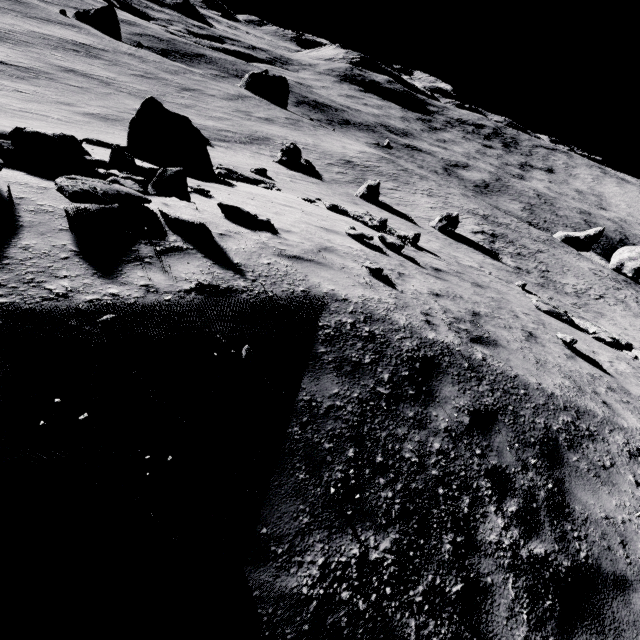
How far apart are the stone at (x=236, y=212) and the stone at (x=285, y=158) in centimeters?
3370cm

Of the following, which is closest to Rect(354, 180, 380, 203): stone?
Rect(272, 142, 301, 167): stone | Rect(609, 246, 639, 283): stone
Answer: Rect(272, 142, 301, 167): stone

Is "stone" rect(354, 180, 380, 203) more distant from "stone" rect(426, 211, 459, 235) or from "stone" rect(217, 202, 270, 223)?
"stone" rect(217, 202, 270, 223)

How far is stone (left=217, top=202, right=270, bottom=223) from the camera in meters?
6.9 m

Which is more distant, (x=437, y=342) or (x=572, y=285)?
(x=572, y=285)

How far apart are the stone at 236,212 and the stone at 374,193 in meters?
28.7 m

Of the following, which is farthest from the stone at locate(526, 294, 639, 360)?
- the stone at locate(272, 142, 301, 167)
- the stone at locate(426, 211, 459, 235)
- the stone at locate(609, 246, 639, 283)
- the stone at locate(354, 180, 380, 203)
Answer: the stone at locate(609, 246, 639, 283)

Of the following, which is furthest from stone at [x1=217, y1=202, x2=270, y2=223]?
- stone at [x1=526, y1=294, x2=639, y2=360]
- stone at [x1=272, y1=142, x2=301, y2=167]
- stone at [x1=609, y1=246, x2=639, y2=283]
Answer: stone at [x1=609, y1=246, x2=639, y2=283]
